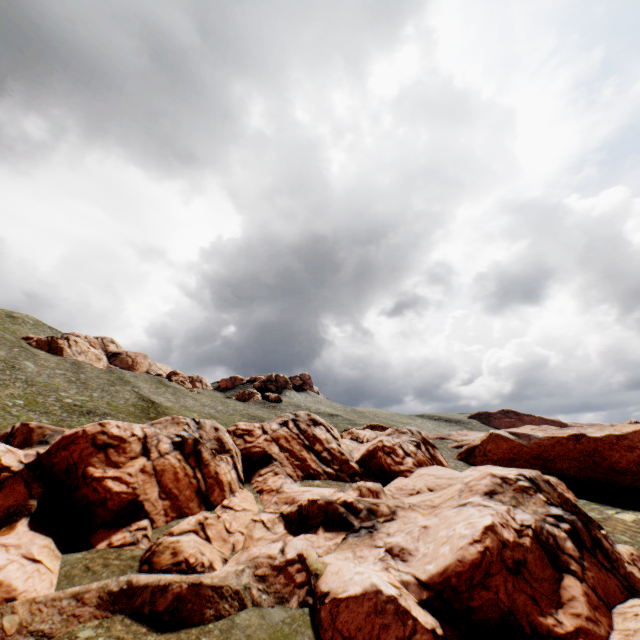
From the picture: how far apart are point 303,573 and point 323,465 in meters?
19.9
